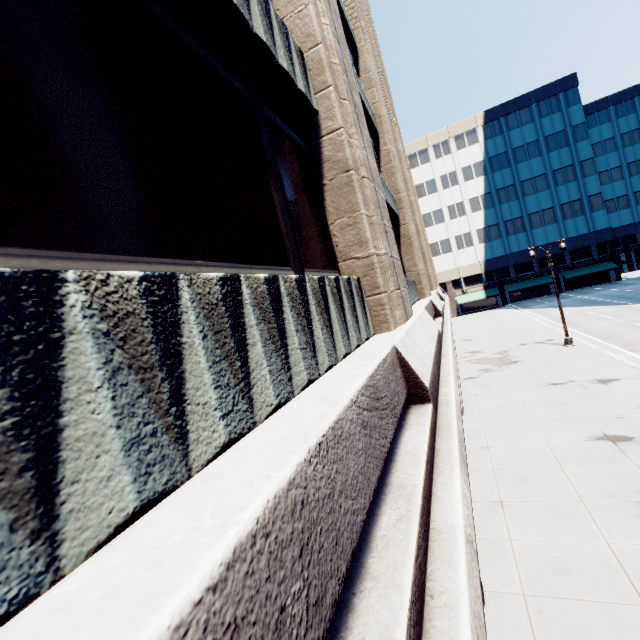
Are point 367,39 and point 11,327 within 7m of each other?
no
